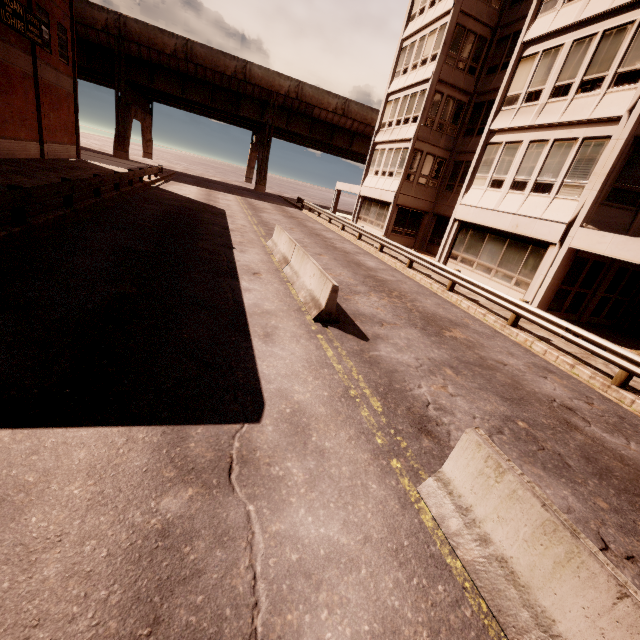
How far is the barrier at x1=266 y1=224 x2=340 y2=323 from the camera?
7.8 meters

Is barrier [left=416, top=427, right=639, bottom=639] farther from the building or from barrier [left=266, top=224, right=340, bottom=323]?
the building

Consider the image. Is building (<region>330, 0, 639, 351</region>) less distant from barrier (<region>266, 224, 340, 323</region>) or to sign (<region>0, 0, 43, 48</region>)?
barrier (<region>266, 224, 340, 323</region>)

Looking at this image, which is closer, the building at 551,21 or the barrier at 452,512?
the barrier at 452,512

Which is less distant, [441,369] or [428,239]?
[441,369]

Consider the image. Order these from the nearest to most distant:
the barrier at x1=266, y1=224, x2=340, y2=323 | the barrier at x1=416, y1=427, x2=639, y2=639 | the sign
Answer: the barrier at x1=416, y1=427, x2=639, y2=639
the barrier at x1=266, y1=224, x2=340, y2=323
the sign

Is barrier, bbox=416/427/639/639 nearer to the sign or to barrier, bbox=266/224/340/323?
barrier, bbox=266/224/340/323

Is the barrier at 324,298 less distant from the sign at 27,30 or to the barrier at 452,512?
the barrier at 452,512
